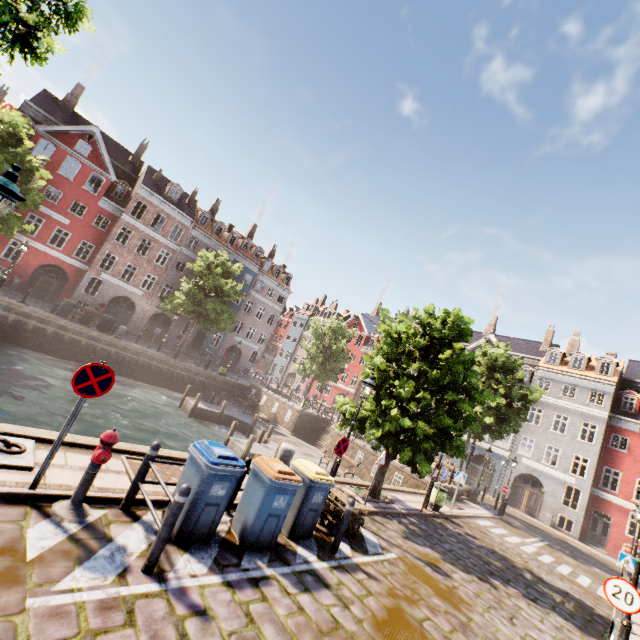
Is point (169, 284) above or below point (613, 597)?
above

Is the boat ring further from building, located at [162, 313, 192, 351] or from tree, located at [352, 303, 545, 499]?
building, located at [162, 313, 192, 351]

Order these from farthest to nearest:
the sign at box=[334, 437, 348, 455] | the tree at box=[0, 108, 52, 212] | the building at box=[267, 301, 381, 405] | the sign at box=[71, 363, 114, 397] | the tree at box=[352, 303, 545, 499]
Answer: the building at box=[267, 301, 381, 405], the tree at box=[0, 108, 52, 212], the tree at box=[352, 303, 545, 499], the sign at box=[334, 437, 348, 455], the sign at box=[71, 363, 114, 397]

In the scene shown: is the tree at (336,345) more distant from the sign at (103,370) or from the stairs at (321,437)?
the stairs at (321,437)

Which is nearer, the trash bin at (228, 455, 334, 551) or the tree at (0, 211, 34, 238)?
the trash bin at (228, 455, 334, 551)

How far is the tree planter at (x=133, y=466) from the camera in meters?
6.1

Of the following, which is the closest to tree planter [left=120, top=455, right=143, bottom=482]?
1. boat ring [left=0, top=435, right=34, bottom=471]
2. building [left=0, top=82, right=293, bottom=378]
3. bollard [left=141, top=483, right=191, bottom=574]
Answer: boat ring [left=0, top=435, right=34, bottom=471]

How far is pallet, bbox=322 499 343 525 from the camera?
7.7m
